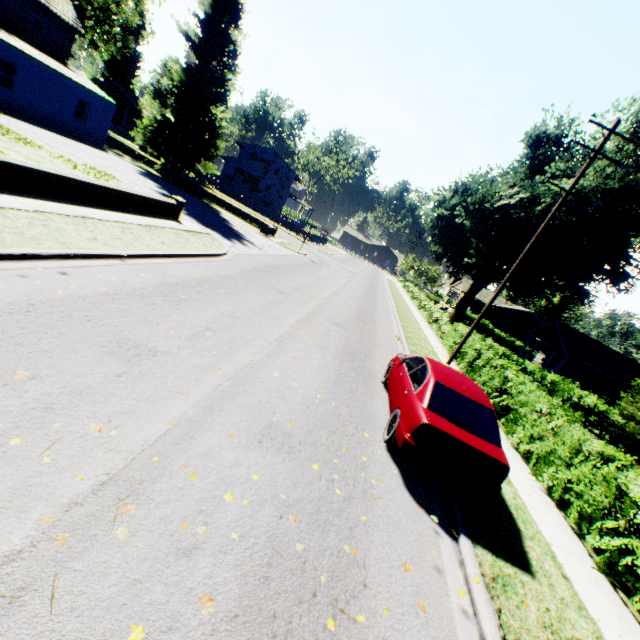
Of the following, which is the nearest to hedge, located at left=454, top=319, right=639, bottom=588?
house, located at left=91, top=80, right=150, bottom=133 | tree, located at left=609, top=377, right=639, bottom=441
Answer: tree, located at left=609, top=377, right=639, bottom=441

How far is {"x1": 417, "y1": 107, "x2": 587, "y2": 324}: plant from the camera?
27.5 meters

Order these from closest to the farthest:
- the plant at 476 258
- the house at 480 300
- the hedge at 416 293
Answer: the hedge at 416 293, the plant at 476 258, the house at 480 300

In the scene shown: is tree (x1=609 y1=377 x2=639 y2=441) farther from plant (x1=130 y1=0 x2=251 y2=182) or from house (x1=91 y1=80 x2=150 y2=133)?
house (x1=91 y1=80 x2=150 y2=133)

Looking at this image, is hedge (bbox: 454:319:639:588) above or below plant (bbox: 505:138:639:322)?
below

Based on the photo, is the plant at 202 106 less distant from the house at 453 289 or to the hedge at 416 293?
the house at 453 289

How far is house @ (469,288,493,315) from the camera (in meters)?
51.10

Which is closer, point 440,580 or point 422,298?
point 440,580
